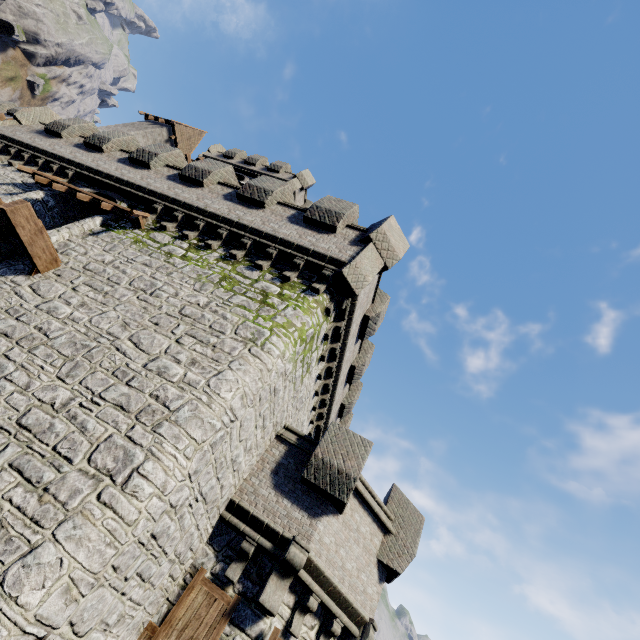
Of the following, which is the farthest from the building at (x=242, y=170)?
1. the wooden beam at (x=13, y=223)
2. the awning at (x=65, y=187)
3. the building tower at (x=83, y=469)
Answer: the wooden beam at (x=13, y=223)

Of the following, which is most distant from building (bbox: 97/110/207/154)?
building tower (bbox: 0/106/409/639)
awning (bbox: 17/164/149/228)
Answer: awning (bbox: 17/164/149/228)

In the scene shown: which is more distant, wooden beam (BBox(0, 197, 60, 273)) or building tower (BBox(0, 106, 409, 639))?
wooden beam (BBox(0, 197, 60, 273))

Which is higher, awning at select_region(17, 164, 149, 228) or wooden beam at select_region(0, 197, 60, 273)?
awning at select_region(17, 164, 149, 228)

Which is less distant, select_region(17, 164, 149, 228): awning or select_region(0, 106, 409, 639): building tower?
select_region(0, 106, 409, 639): building tower

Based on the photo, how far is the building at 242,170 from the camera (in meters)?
27.78

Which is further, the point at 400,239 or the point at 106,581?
the point at 400,239

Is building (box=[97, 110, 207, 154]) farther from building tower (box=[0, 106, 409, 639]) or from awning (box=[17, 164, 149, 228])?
awning (box=[17, 164, 149, 228])
